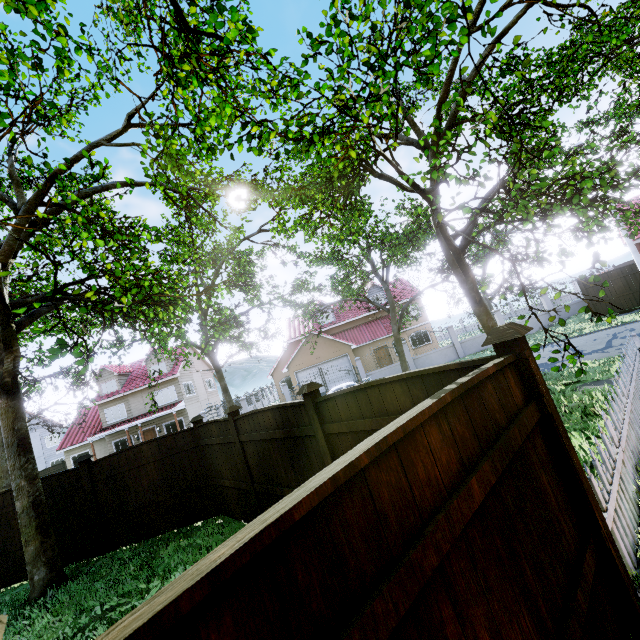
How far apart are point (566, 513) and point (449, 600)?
1.6m

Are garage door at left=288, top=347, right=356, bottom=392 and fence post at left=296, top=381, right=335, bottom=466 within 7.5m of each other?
no

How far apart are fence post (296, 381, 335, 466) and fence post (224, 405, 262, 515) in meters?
2.6 m

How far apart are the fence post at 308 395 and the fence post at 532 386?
2.51m

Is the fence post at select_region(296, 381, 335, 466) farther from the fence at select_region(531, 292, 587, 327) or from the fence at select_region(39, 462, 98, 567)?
the fence at select_region(531, 292, 587, 327)

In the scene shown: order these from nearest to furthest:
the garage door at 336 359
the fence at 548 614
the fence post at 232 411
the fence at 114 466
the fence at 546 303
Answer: the fence at 548 614, the fence post at 232 411, the fence at 114 466, the fence at 546 303, the garage door at 336 359

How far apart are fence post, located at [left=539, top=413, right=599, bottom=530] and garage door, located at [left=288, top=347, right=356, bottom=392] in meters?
25.7 m

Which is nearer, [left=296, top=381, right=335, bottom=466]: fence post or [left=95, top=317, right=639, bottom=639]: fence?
[left=95, top=317, right=639, bottom=639]: fence
